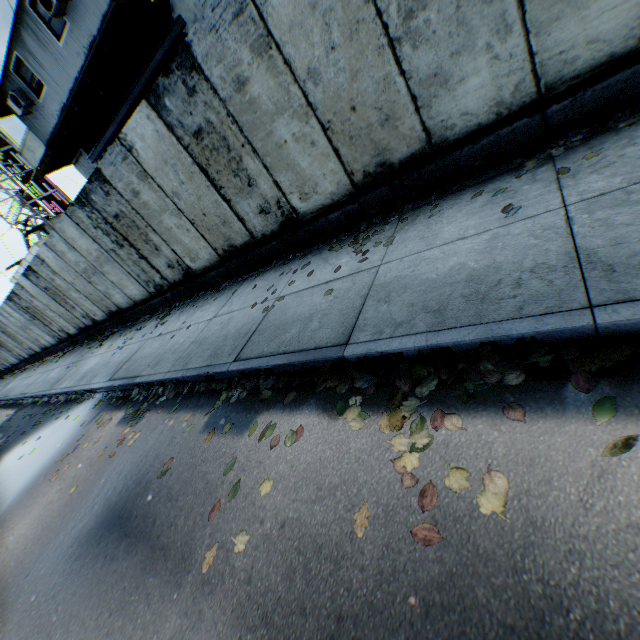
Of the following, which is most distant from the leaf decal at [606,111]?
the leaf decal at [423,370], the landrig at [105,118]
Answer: the landrig at [105,118]

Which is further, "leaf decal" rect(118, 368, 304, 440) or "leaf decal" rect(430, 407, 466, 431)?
"leaf decal" rect(118, 368, 304, 440)

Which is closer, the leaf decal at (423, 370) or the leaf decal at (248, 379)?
the leaf decal at (423, 370)

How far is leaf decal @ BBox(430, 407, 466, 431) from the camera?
2.1 meters

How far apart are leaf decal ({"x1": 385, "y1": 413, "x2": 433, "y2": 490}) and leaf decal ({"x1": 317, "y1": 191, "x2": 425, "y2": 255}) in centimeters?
191cm

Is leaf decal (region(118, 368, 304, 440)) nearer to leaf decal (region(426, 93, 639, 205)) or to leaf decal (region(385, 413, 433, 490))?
leaf decal (region(385, 413, 433, 490))

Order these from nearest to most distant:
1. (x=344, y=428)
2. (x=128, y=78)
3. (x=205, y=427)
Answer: (x=344, y=428) → (x=205, y=427) → (x=128, y=78)
